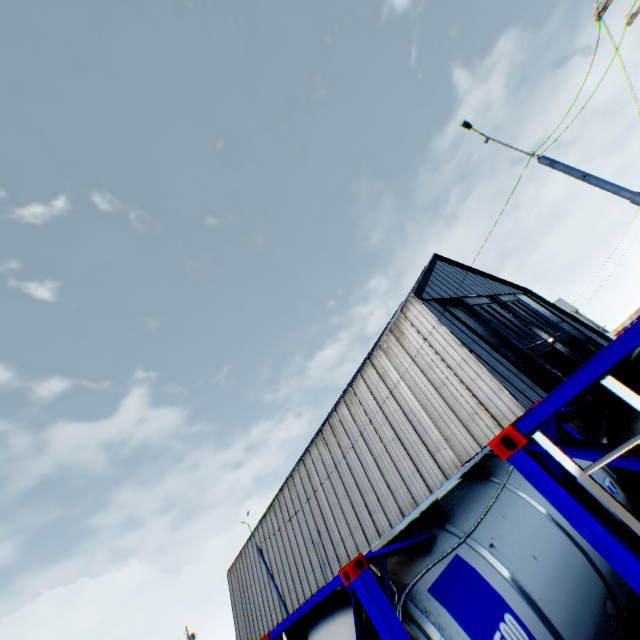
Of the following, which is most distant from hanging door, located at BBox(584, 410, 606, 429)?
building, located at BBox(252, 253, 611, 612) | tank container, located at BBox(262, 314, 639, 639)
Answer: tank container, located at BBox(262, 314, 639, 639)

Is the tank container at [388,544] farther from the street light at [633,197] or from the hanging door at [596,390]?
the hanging door at [596,390]

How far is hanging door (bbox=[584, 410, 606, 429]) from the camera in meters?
15.9 m

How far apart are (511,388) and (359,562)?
15.29m

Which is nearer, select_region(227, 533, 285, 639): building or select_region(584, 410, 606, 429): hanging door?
select_region(584, 410, 606, 429): hanging door

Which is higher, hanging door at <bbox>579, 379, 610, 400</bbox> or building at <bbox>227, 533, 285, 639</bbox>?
building at <bbox>227, 533, 285, 639</bbox>

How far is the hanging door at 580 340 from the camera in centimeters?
2489cm
